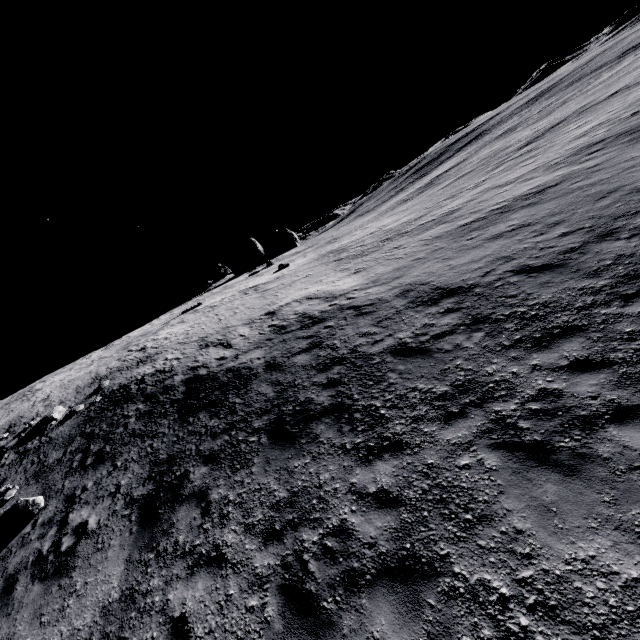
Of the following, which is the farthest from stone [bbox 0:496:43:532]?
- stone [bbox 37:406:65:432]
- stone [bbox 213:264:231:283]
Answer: stone [bbox 213:264:231:283]

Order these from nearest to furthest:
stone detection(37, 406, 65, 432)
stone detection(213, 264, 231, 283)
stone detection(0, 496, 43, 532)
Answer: stone detection(0, 496, 43, 532)
stone detection(37, 406, 65, 432)
stone detection(213, 264, 231, 283)

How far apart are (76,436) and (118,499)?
7.63m

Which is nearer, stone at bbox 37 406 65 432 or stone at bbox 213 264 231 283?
stone at bbox 37 406 65 432

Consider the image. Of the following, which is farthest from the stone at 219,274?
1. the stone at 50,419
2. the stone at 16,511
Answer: the stone at 16,511

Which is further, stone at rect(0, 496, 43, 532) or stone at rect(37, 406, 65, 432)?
stone at rect(37, 406, 65, 432)

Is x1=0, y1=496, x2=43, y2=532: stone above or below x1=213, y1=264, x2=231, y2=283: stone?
below
